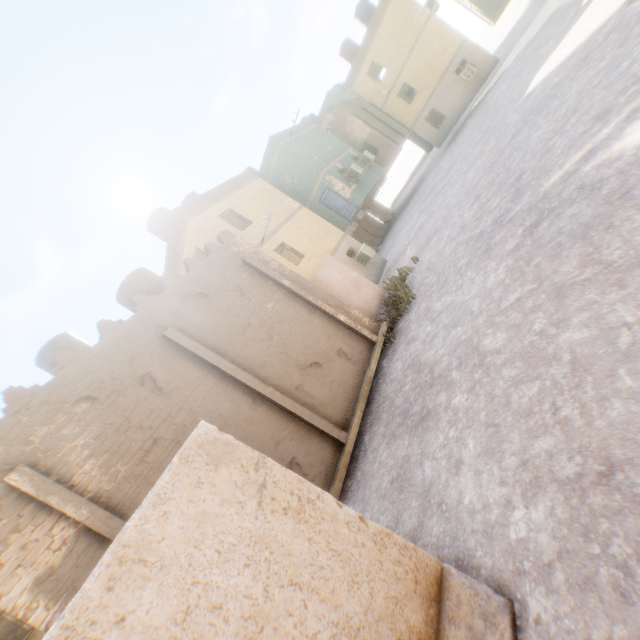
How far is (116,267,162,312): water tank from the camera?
11.0 meters

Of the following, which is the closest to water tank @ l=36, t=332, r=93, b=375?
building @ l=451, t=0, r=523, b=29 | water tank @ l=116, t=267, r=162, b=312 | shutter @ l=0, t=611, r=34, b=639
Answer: water tank @ l=116, t=267, r=162, b=312

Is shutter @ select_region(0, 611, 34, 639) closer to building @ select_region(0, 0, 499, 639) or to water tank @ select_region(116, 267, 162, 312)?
building @ select_region(0, 0, 499, 639)

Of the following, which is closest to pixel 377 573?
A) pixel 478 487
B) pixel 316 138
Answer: pixel 478 487

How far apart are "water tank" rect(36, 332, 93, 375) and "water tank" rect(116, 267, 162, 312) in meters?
2.4 m

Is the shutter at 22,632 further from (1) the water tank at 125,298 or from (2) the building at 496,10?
(2) the building at 496,10

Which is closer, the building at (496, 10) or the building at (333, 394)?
the building at (333, 394)

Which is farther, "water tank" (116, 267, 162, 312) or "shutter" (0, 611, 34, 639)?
"shutter" (0, 611, 34, 639)
